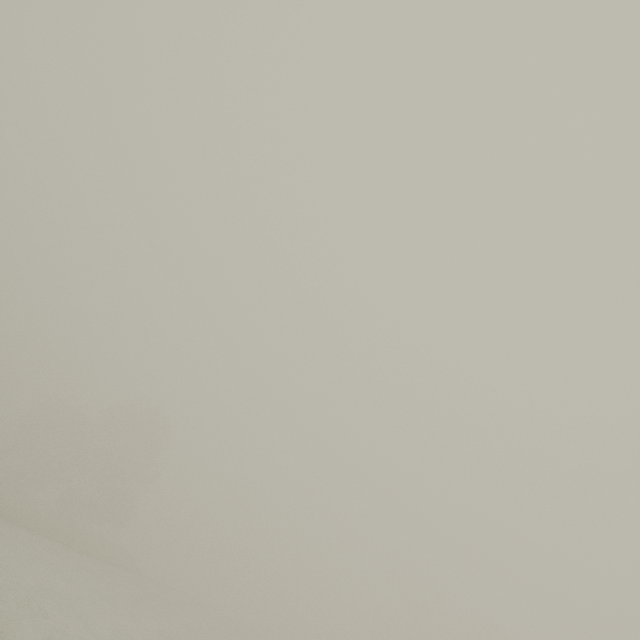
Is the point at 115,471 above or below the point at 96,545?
above
